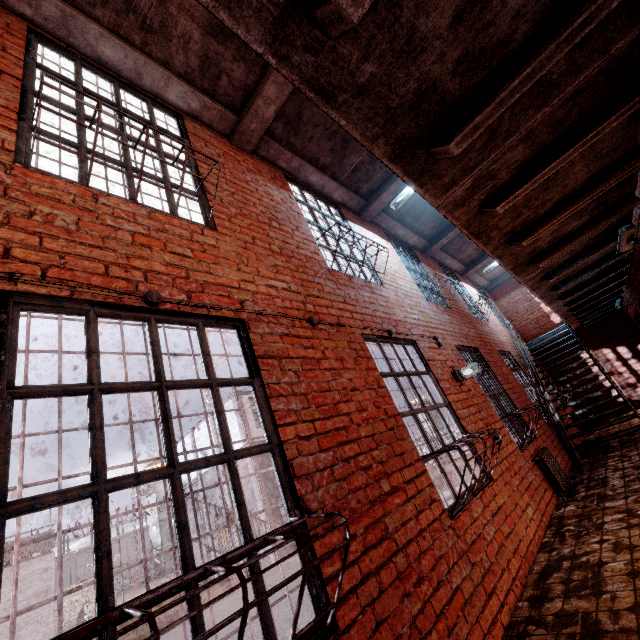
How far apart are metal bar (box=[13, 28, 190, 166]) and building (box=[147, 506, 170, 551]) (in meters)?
57.66

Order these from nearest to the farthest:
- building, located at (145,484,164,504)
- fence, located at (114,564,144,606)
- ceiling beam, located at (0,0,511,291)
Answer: ceiling beam, located at (0,0,511,291) < fence, located at (114,564,144,606) < building, located at (145,484,164,504)

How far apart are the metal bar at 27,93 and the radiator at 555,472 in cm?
573

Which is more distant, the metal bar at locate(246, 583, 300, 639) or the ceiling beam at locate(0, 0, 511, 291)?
the ceiling beam at locate(0, 0, 511, 291)

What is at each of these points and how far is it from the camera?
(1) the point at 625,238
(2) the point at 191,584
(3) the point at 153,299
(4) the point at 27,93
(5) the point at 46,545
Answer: (1) camera, 3.88m
(2) metal bar, 1.42m
(3) wiring, 2.03m
(4) metal bar, 2.42m
(5) metal railing, 13.52m

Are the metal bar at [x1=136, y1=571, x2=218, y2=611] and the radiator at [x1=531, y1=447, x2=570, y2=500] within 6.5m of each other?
yes

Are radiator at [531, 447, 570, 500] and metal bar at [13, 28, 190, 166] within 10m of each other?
yes

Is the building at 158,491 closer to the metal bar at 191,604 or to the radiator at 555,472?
the radiator at 555,472
